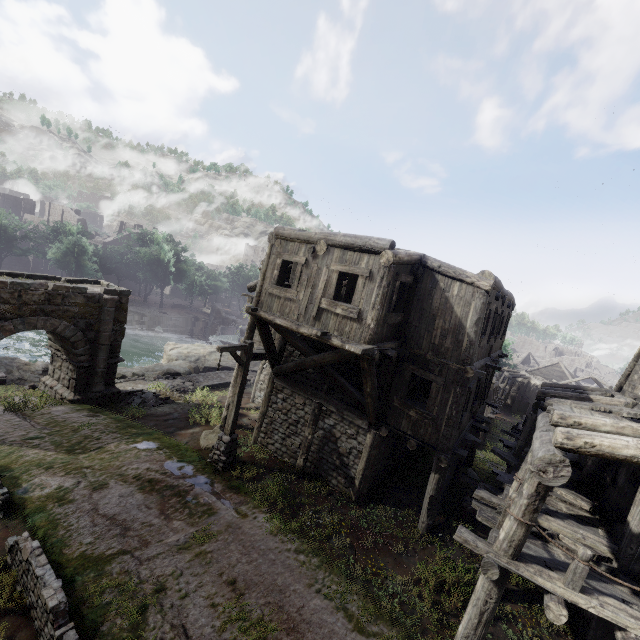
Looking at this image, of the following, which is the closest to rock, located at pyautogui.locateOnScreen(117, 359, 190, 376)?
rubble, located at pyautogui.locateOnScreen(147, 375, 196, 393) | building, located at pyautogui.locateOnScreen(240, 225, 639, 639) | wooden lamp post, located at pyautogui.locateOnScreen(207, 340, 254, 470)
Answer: rubble, located at pyautogui.locateOnScreen(147, 375, 196, 393)

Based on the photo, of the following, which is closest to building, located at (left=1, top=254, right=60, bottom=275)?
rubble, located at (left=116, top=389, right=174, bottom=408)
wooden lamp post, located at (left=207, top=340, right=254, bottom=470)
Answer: wooden lamp post, located at (left=207, top=340, right=254, bottom=470)

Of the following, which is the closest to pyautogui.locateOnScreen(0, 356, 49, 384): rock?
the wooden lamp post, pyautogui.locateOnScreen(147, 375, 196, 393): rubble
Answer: pyautogui.locateOnScreen(147, 375, 196, 393): rubble

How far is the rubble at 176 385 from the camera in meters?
20.2 m

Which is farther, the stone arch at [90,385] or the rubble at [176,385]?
the rubble at [176,385]

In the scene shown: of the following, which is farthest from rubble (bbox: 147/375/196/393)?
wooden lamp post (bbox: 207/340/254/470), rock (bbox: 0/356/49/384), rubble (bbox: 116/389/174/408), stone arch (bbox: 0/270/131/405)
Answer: wooden lamp post (bbox: 207/340/254/470)

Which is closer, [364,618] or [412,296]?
[364,618]

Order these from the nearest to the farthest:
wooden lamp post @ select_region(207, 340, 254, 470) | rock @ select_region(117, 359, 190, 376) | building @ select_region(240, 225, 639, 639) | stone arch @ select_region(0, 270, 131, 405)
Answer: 1. building @ select_region(240, 225, 639, 639)
2. wooden lamp post @ select_region(207, 340, 254, 470)
3. stone arch @ select_region(0, 270, 131, 405)
4. rock @ select_region(117, 359, 190, 376)
